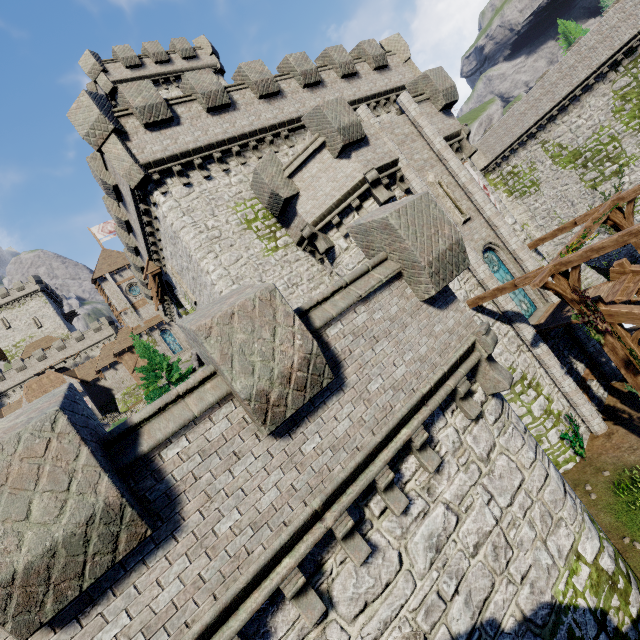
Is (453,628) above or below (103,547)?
below

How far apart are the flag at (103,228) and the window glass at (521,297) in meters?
49.3 m

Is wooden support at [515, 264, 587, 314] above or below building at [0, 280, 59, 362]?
below

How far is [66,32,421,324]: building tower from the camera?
13.5m

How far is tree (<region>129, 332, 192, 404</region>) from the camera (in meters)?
23.50

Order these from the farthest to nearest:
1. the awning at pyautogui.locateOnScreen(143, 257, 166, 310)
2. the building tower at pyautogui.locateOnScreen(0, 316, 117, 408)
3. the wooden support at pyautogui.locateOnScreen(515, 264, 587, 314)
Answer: the building tower at pyautogui.locateOnScreen(0, 316, 117, 408) → the awning at pyautogui.locateOnScreen(143, 257, 166, 310) → the wooden support at pyautogui.locateOnScreen(515, 264, 587, 314)

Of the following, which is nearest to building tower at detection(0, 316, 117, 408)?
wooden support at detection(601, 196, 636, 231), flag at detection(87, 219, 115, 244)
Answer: flag at detection(87, 219, 115, 244)

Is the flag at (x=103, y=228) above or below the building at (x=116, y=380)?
above
